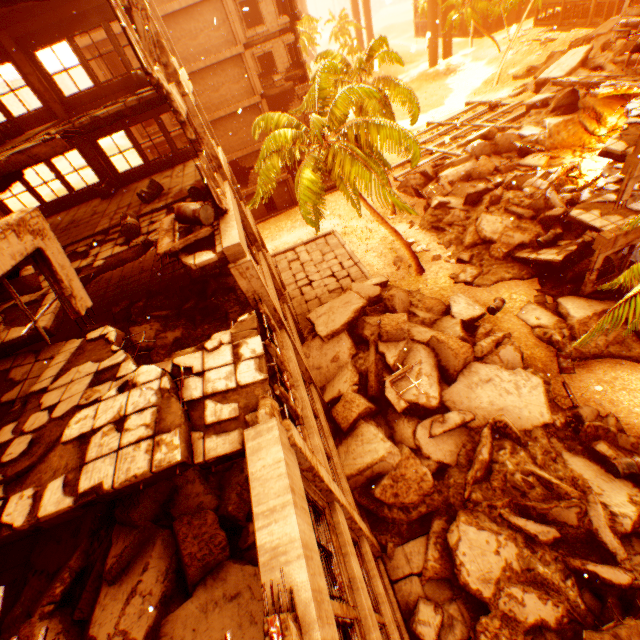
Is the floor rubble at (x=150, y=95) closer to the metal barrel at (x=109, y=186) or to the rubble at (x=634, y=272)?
the metal barrel at (x=109, y=186)

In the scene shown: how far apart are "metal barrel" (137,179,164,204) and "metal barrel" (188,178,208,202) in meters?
2.0 m

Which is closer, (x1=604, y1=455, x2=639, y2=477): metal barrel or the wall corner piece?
(x1=604, y1=455, x2=639, y2=477): metal barrel

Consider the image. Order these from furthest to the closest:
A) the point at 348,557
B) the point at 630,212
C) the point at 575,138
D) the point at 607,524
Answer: the point at 575,138, the point at 630,212, the point at 607,524, the point at 348,557

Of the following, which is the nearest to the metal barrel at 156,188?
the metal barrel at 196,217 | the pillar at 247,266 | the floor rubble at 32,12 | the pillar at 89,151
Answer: the pillar at 89,151

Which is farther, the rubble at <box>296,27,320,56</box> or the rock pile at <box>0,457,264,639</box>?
the rubble at <box>296,27,320,56</box>

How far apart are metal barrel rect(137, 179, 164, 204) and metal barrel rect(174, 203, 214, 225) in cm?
439

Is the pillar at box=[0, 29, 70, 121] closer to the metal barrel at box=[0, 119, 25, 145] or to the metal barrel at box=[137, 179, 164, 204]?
the metal barrel at box=[0, 119, 25, 145]
